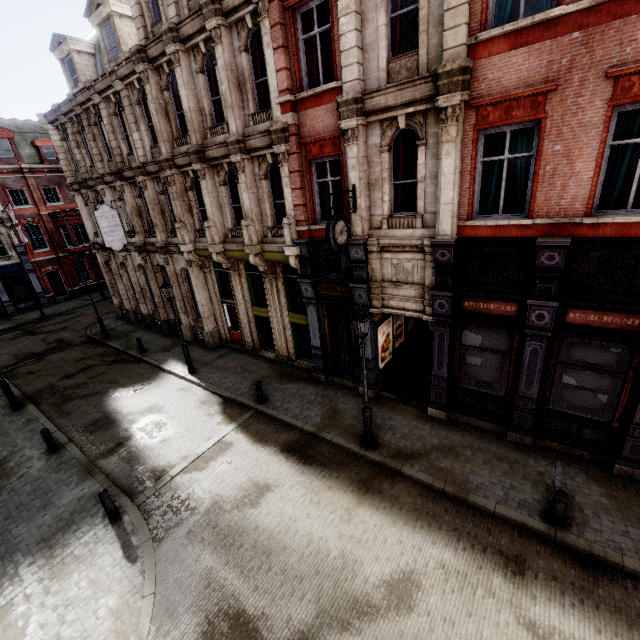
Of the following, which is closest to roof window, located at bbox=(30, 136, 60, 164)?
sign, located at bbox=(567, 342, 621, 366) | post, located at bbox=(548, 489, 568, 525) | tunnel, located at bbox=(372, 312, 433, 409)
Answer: tunnel, located at bbox=(372, 312, 433, 409)

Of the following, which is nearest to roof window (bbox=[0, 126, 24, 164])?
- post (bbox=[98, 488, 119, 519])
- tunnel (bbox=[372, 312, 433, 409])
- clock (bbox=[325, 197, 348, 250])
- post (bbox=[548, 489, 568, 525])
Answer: post (bbox=[98, 488, 119, 519])

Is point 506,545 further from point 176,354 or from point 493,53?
point 176,354

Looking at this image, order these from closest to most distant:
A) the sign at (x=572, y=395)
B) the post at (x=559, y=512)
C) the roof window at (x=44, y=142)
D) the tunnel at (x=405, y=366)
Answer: the post at (x=559, y=512) → the sign at (x=572, y=395) → the tunnel at (x=405, y=366) → the roof window at (x=44, y=142)

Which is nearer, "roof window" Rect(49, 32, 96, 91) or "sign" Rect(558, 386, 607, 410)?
"sign" Rect(558, 386, 607, 410)

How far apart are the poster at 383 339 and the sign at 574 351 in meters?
5.9

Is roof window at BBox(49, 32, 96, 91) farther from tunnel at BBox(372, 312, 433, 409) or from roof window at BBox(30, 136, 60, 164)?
tunnel at BBox(372, 312, 433, 409)

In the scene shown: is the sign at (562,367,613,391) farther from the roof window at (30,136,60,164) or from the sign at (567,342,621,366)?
the roof window at (30,136,60,164)
